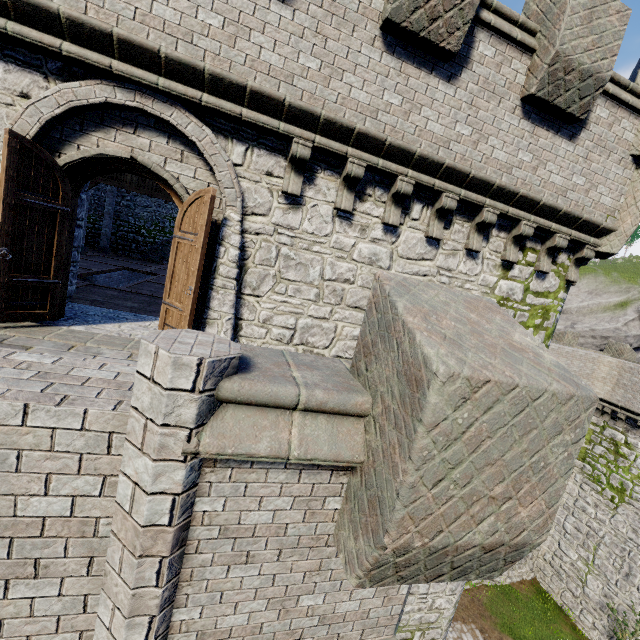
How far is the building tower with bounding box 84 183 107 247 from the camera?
19.98m

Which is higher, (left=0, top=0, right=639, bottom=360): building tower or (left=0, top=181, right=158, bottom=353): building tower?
(left=0, top=0, right=639, bottom=360): building tower

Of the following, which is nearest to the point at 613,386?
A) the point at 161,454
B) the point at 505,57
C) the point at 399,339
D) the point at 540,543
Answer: the point at 505,57

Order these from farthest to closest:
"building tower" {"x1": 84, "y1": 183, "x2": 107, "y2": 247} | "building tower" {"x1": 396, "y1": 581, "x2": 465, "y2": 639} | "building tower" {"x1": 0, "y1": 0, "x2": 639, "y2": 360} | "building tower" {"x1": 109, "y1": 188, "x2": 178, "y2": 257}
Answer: "building tower" {"x1": 109, "y1": 188, "x2": 178, "y2": 257} < "building tower" {"x1": 84, "y1": 183, "x2": 107, "y2": 247} < "building tower" {"x1": 396, "y1": 581, "x2": 465, "y2": 639} < "building tower" {"x1": 0, "y1": 0, "x2": 639, "y2": 360}

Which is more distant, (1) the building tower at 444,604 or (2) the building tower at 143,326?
(1) the building tower at 444,604

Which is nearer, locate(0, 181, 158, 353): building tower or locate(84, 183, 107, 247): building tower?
locate(0, 181, 158, 353): building tower

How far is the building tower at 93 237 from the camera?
20.0m
